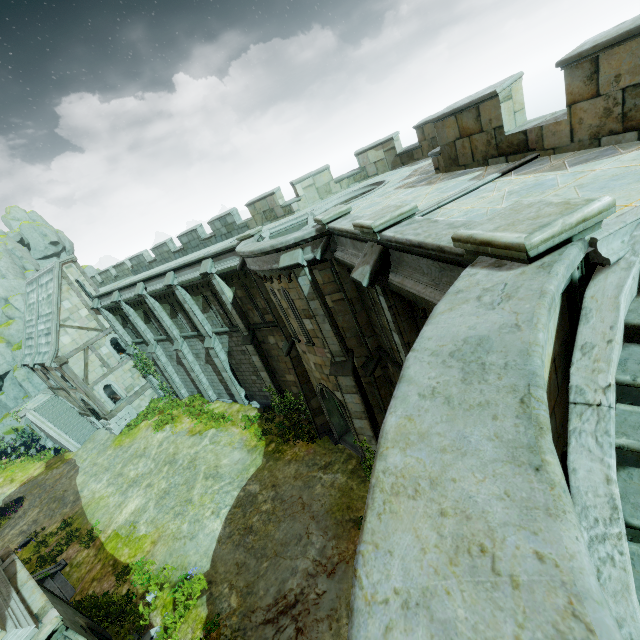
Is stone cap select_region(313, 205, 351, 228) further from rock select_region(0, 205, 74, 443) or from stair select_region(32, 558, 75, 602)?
rock select_region(0, 205, 74, 443)

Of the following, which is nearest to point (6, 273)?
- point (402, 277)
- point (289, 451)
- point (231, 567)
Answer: point (289, 451)

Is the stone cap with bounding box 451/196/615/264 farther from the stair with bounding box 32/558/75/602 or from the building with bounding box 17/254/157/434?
the building with bounding box 17/254/157/434

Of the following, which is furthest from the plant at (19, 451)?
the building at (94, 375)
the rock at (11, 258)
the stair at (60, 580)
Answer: the stair at (60, 580)

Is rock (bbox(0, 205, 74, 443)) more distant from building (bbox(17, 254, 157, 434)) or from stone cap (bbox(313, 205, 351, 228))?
stone cap (bbox(313, 205, 351, 228))

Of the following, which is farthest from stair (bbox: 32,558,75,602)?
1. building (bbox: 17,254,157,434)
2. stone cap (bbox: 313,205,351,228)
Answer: stone cap (bbox: 313,205,351,228)

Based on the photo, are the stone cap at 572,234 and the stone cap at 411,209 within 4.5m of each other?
yes

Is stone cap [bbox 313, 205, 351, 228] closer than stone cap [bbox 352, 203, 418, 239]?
No
